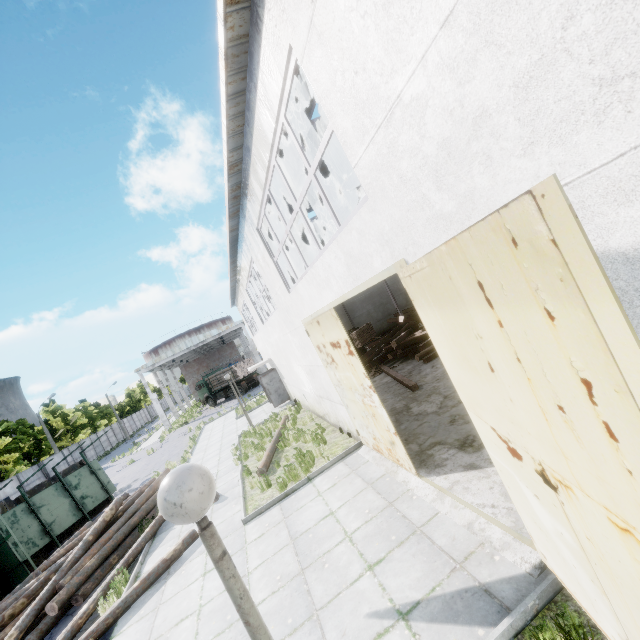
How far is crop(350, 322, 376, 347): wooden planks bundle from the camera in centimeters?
1973cm

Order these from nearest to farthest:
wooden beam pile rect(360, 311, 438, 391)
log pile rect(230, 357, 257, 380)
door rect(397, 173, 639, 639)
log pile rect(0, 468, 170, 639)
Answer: door rect(397, 173, 639, 639) → log pile rect(0, 468, 170, 639) → wooden beam pile rect(360, 311, 438, 391) → log pile rect(230, 357, 257, 380)

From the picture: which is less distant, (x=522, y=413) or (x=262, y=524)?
(x=522, y=413)

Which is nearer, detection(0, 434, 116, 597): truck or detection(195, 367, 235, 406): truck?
detection(0, 434, 116, 597): truck

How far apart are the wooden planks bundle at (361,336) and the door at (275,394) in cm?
527

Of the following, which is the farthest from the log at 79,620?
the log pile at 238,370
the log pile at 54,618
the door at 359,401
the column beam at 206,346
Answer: the column beam at 206,346

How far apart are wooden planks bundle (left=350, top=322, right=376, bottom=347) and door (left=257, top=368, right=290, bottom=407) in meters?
5.3

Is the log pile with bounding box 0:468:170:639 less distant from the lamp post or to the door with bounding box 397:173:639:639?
the lamp post
